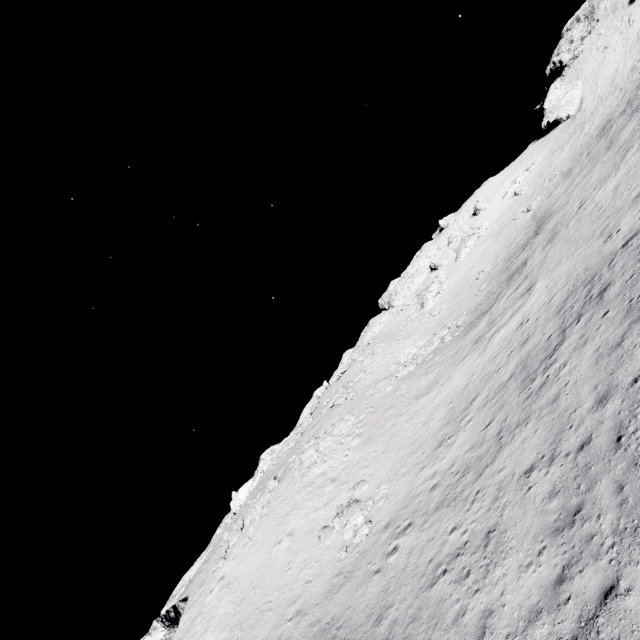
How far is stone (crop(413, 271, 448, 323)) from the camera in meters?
49.5

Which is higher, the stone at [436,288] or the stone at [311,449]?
the stone at [436,288]

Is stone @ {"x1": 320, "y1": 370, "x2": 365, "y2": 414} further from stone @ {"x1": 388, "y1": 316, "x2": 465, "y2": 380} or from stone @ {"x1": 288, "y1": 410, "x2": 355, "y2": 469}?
stone @ {"x1": 288, "y1": 410, "x2": 355, "y2": 469}

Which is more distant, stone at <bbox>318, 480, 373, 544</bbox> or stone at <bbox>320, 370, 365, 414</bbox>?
stone at <bbox>320, 370, 365, 414</bbox>

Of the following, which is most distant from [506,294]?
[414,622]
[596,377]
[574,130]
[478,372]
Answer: [574,130]

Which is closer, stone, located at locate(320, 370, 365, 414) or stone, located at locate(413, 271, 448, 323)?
stone, located at locate(320, 370, 365, 414)

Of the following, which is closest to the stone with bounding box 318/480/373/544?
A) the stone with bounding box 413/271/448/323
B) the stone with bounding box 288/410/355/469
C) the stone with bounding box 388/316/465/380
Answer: the stone with bounding box 288/410/355/469

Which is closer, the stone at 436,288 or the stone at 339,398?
the stone at 339,398
